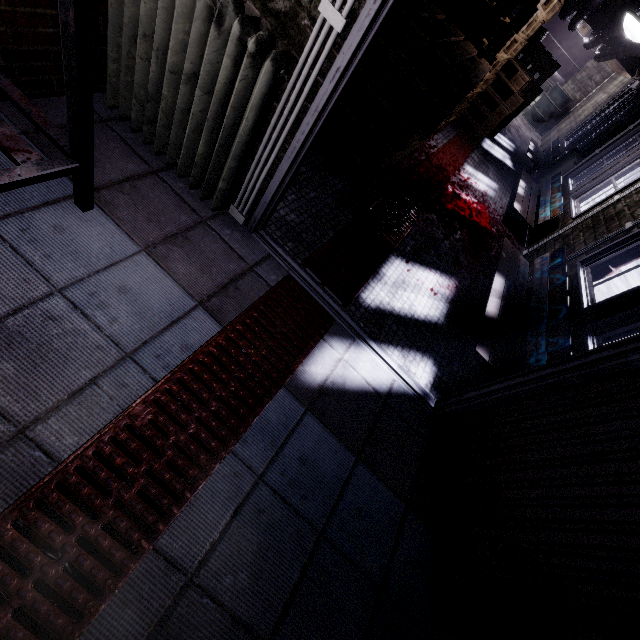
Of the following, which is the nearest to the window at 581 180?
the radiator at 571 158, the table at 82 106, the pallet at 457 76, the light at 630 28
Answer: the radiator at 571 158

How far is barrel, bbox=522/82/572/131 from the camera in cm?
920

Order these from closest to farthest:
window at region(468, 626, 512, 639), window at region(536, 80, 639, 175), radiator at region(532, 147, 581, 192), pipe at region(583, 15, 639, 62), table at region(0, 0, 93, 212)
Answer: Result:
1. table at region(0, 0, 93, 212)
2. window at region(468, 626, 512, 639)
3. pipe at region(583, 15, 639, 62)
4. radiator at region(532, 147, 581, 192)
5. window at region(536, 80, 639, 175)

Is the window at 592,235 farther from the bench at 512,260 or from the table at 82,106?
the table at 82,106

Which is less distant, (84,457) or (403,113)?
(84,457)

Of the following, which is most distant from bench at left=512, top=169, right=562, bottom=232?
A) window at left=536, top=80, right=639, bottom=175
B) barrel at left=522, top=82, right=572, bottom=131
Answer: barrel at left=522, top=82, right=572, bottom=131

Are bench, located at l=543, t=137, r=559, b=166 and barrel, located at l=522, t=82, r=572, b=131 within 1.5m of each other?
no

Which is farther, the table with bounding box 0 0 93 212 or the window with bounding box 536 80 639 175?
the window with bounding box 536 80 639 175
